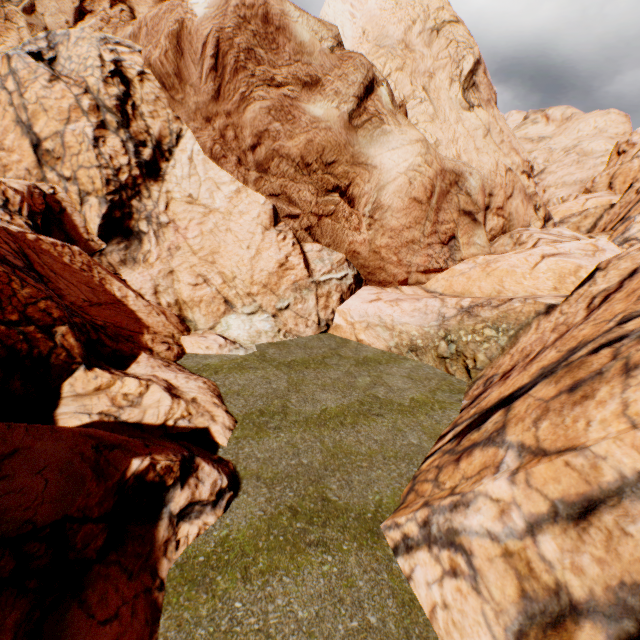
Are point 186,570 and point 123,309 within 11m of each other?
yes
